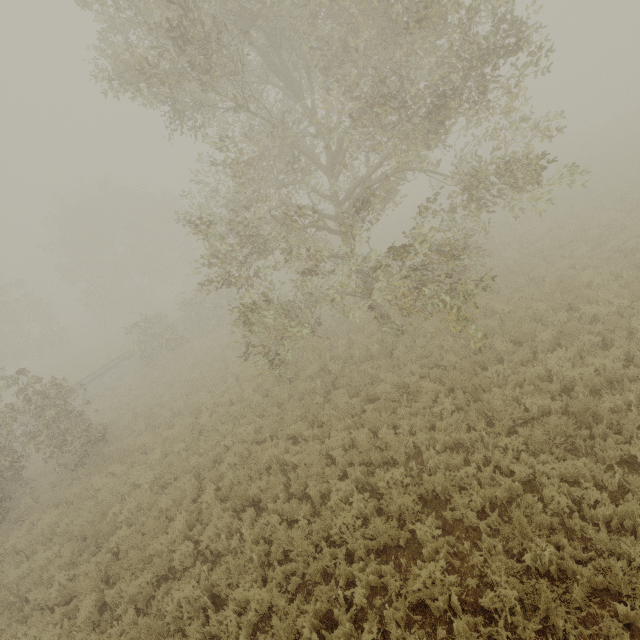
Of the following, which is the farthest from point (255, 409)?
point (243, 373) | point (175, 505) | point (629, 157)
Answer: point (629, 157)
